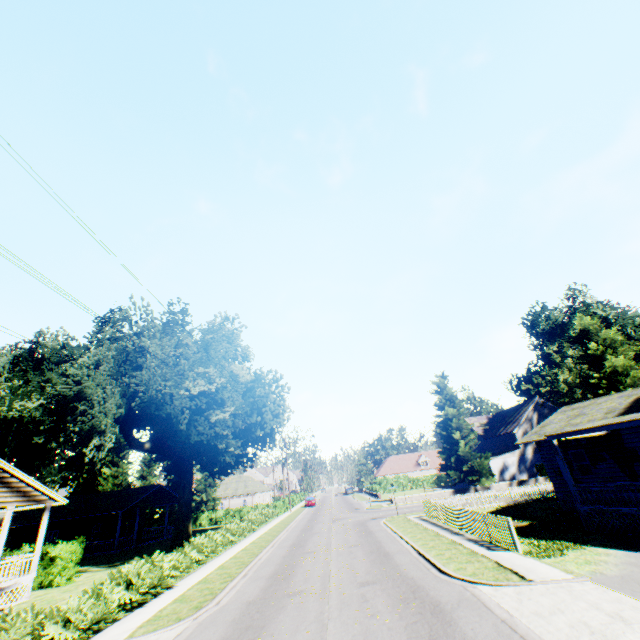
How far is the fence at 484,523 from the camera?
14.3m

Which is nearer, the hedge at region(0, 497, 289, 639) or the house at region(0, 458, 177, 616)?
the hedge at region(0, 497, 289, 639)

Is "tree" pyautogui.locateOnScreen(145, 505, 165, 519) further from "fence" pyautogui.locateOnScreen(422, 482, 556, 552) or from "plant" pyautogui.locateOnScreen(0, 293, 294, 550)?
"fence" pyautogui.locateOnScreen(422, 482, 556, 552)

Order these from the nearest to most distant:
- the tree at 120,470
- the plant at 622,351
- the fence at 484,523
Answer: the fence at 484,523 < the plant at 622,351 < the tree at 120,470

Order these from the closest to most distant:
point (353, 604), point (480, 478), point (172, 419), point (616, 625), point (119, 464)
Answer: point (616, 625) < point (353, 604) < point (172, 419) < point (480, 478) < point (119, 464)

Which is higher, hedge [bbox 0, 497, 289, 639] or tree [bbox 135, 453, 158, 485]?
tree [bbox 135, 453, 158, 485]

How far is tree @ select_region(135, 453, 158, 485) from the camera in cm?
5092

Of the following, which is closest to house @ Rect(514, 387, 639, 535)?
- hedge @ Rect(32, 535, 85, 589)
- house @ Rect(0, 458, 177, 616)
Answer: hedge @ Rect(32, 535, 85, 589)
